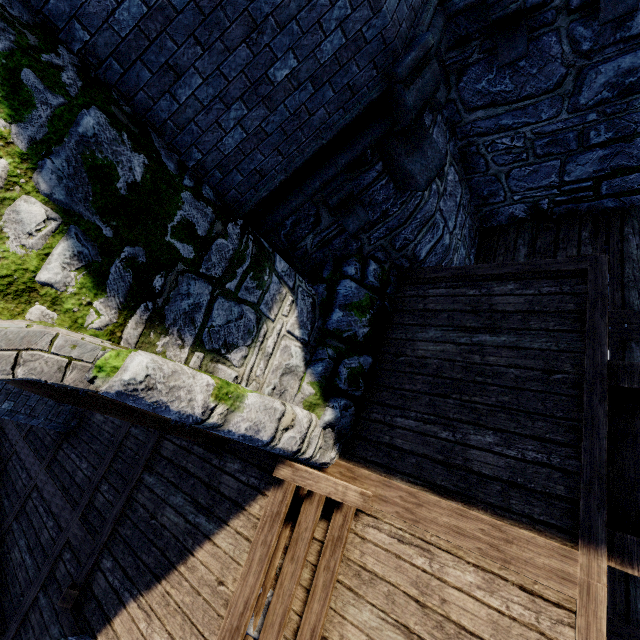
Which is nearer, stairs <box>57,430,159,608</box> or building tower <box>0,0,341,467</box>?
building tower <box>0,0,341,467</box>

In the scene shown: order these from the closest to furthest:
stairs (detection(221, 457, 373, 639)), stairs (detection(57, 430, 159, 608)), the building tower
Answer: the building tower < stairs (detection(221, 457, 373, 639)) < stairs (detection(57, 430, 159, 608))

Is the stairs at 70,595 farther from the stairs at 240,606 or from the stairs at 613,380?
the stairs at 613,380

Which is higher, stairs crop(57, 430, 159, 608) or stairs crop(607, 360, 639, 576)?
stairs crop(57, 430, 159, 608)

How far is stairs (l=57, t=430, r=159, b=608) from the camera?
4.4 meters

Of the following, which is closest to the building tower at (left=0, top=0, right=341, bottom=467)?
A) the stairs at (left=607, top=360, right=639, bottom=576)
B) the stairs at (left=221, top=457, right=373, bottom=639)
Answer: the stairs at (left=221, top=457, right=373, bottom=639)

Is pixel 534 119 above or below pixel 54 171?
below
